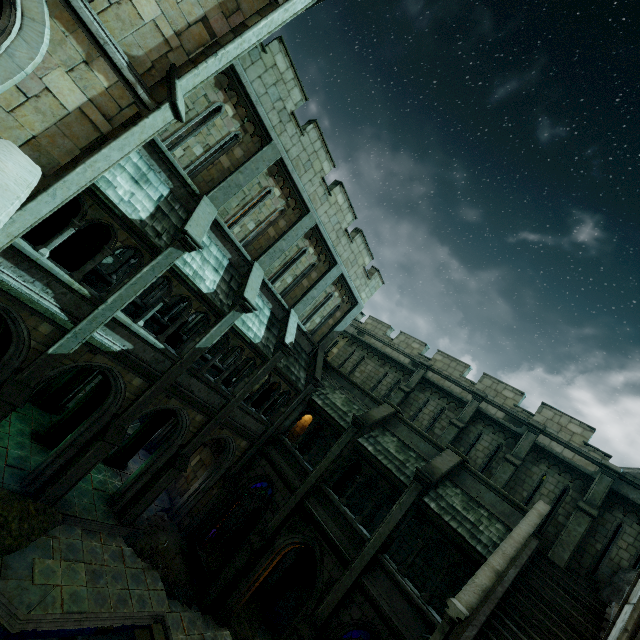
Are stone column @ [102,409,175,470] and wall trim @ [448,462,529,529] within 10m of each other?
no

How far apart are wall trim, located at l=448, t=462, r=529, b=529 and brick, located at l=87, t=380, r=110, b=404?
14.18m

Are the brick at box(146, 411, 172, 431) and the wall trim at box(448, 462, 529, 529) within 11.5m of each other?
no

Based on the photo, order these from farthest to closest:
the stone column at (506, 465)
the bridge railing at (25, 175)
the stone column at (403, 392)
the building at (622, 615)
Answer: the stone column at (403, 392) → the stone column at (506, 465) → the building at (622, 615) → the bridge railing at (25, 175)

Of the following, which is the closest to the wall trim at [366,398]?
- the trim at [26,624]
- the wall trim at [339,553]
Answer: the wall trim at [339,553]

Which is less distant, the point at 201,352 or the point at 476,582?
the point at 476,582

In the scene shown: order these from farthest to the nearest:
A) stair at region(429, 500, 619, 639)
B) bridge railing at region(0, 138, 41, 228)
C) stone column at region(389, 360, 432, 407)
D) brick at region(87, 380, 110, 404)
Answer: stone column at region(389, 360, 432, 407) < brick at region(87, 380, 110, 404) < stair at region(429, 500, 619, 639) < bridge railing at region(0, 138, 41, 228)

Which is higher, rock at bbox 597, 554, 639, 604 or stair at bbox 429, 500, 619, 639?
rock at bbox 597, 554, 639, 604
